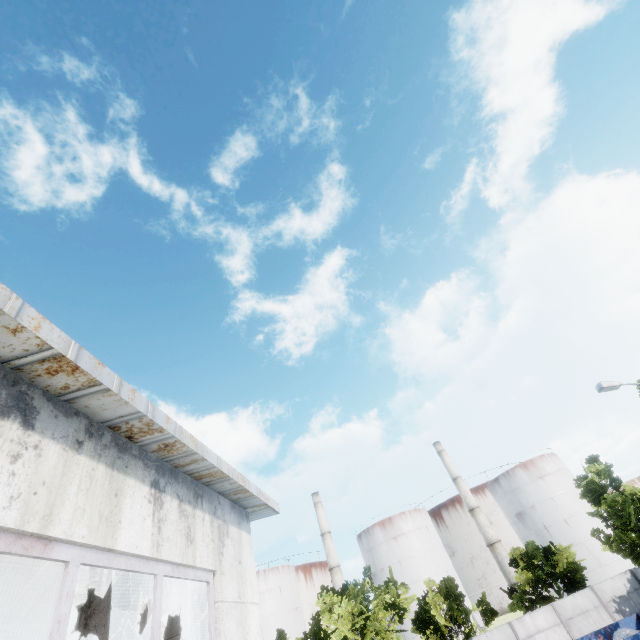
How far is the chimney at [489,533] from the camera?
44.9 meters

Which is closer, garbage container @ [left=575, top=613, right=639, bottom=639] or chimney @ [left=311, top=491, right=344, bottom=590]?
garbage container @ [left=575, top=613, right=639, bottom=639]

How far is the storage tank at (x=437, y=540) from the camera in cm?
4625

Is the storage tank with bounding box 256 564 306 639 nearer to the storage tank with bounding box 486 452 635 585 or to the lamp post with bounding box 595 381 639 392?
the storage tank with bounding box 486 452 635 585

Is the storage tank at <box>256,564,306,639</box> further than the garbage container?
Yes

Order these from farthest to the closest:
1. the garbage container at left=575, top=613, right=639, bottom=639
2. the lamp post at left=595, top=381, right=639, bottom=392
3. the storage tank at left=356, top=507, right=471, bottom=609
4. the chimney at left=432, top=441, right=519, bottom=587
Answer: the storage tank at left=356, top=507, right=471, bottom=609, the chimney at left=432, top=441, right=519, bottom=587, the garbage container at left=575, top=613, right=639, bottom=639, the lamp post at left=595, top=381, right=639, bottom=392

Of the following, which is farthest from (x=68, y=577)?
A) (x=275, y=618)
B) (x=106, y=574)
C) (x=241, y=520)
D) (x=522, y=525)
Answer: (x=522, y=525)

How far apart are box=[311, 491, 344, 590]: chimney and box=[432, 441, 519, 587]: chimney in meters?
21.6
